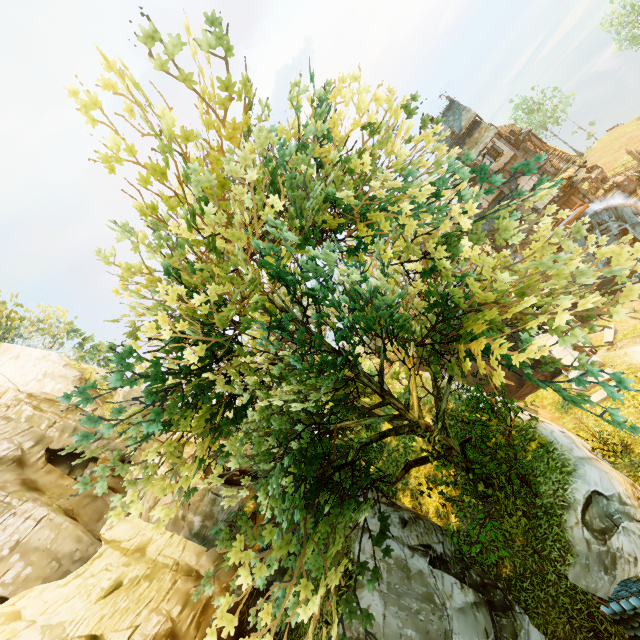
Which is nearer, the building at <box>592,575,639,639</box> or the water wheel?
the building at <box>592,575,639,639</box>

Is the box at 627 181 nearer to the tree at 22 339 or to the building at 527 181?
the building at 527 181

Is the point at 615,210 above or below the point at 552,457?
below

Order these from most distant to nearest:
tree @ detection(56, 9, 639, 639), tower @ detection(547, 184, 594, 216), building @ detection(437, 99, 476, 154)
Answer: tower @ detection(547, 184, 594, 216)
building @ detection(437, 99, 476, 154)
tree @ detection(56, 9, 639, 639)

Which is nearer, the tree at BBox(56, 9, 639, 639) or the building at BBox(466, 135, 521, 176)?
the tree at BBox(56, 9, 639, 639)

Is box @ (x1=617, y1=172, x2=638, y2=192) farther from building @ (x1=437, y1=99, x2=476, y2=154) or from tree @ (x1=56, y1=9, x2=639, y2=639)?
tree @ (x1=56, y1=9, x2=639, y2=639)

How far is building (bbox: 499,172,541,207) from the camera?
29.7m

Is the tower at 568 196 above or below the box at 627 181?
above
